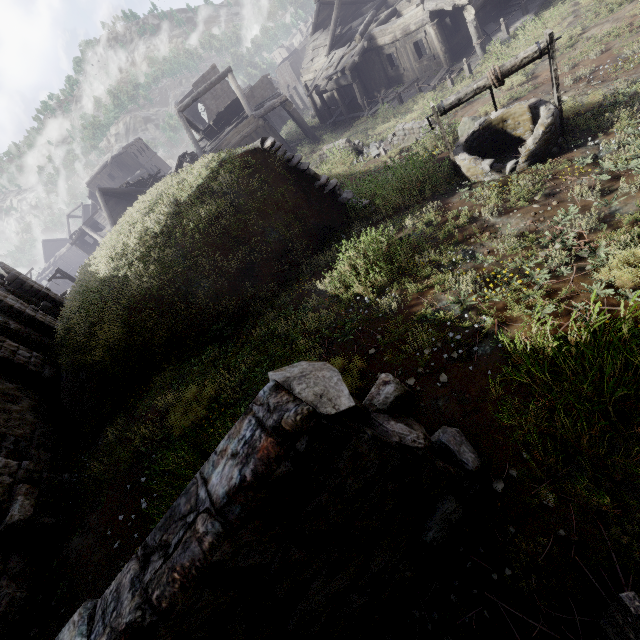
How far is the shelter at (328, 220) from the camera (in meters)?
6.93

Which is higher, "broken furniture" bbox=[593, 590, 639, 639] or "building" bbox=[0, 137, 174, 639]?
"building" bbox=[0, 137, 174, 639]

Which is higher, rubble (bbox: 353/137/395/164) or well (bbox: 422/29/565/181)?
well (bbox: 422/29/565/181)

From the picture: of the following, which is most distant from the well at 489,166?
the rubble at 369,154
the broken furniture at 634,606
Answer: the broken furniture at 634,606

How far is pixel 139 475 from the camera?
4.69m

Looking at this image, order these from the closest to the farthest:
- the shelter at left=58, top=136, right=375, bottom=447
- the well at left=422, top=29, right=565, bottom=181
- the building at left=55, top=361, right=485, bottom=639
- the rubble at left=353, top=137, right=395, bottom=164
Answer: the building at left=55, top=361, right=485, bottom=639
the well at left=422, top=29, right=565, bottom=181
the shelter at left=58, top=136, right=375, bottom=447
the rubble at left=353, top=137, right=395, bottom=164

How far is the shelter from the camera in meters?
6.9 m

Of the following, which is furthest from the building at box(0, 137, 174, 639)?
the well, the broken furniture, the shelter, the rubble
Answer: the rubble
